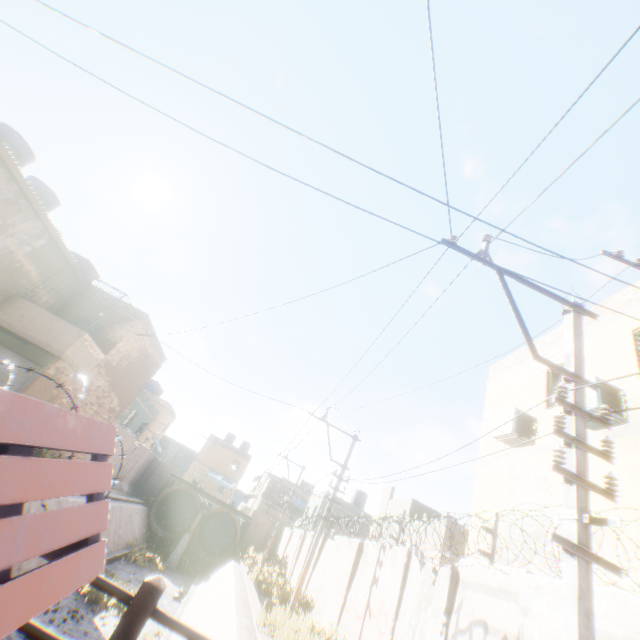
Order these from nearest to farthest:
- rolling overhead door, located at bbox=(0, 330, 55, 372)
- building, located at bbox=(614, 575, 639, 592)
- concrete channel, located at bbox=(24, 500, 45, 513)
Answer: building, located at bbox=(614, 575, 639, 592)
concrete channel, located at bbox=(24, 500, 45, 513)
rolling overhead door, located at bbox=(0, 330, 55, 372)

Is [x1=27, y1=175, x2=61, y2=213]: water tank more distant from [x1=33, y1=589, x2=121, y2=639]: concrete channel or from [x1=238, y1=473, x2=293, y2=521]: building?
[x1=33, y1=589, x2=121, y2=639]: concrete channel

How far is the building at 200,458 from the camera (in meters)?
44.22

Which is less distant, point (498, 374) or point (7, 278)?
point (498, 374)

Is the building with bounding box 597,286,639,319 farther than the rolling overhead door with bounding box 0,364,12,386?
No

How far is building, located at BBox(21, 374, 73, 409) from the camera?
12.4m
